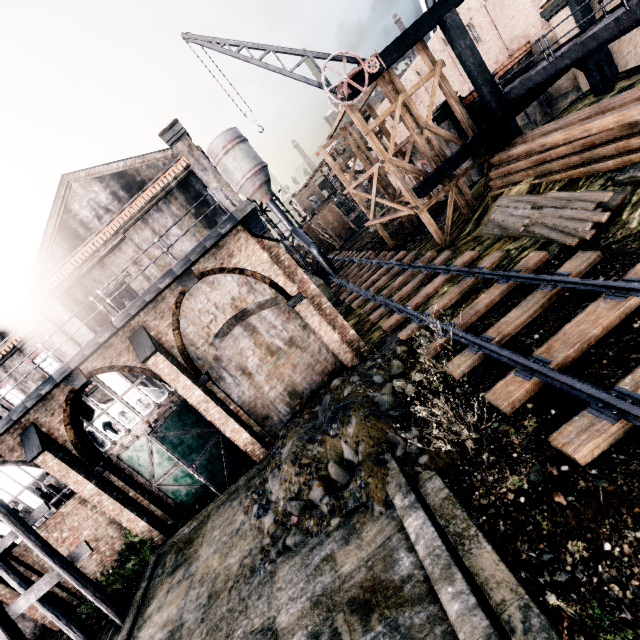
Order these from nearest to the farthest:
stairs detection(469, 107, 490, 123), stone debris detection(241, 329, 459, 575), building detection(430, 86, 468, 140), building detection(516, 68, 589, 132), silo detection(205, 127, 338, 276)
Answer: stone debris detection(241, 329, 459, 575), stairs detection(469, 107, 490, 123), building detection(516, 68, 589, 132), building detection(430, 86, 468, 140), silo detection(205, 127, 338, 276)

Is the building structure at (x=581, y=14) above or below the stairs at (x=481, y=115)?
above

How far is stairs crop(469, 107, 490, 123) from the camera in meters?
17.9

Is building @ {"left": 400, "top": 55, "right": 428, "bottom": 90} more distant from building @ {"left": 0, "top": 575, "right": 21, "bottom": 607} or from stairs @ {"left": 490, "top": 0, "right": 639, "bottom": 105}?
building @ {"left": 0, "top": 575, "right": 21, "bottom": 607}

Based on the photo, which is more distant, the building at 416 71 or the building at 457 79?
the building at 416 71

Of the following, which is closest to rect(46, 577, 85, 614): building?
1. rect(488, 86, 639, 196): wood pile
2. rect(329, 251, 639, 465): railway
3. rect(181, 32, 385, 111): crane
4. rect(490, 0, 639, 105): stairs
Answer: rect(329, 251, 639, 465): railway

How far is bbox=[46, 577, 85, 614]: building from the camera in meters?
14.7

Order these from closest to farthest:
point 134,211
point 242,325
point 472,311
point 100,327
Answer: point 472,311 < point 242,325 < point 134,211 < point 100,327
